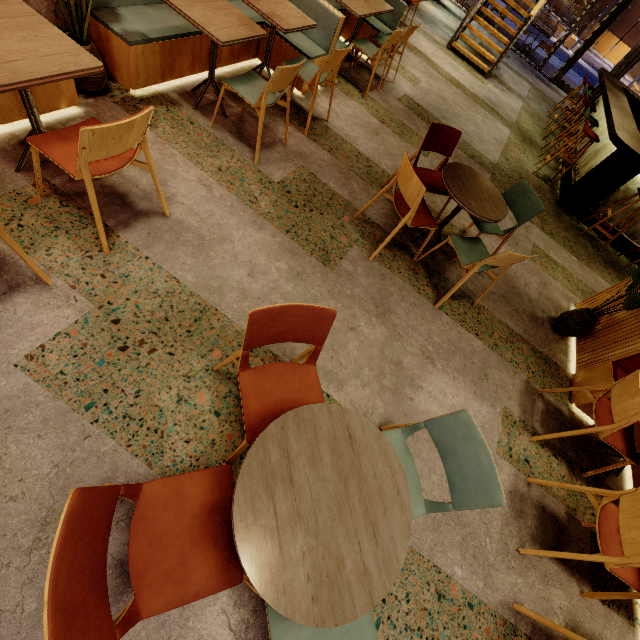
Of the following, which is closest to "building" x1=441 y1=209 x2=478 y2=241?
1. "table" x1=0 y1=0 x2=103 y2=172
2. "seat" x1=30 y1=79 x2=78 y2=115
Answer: "seat" x1=30 y1=79 x2=78 y2=115

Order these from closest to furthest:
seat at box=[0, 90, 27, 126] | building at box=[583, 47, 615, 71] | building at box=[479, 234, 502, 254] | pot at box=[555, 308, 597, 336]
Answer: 1. seat at box=[0, 90, 27, 126]
2. pot at box=[555, 308, 597, 336]
3. building at box=[479, 234, 502, 254]
4. building at box=[583, 47, 615, 71]

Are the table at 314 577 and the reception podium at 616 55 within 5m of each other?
no

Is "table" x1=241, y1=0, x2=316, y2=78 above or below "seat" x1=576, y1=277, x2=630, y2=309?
above

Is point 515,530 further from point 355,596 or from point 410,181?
point 410,181

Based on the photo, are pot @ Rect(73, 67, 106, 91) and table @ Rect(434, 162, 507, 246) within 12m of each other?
yes

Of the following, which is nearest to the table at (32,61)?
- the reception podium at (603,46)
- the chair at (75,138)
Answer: the chair at (75,138)

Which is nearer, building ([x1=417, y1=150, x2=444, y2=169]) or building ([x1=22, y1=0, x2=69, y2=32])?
building ([x1=22, y1=0, x2=69, y2=32])
